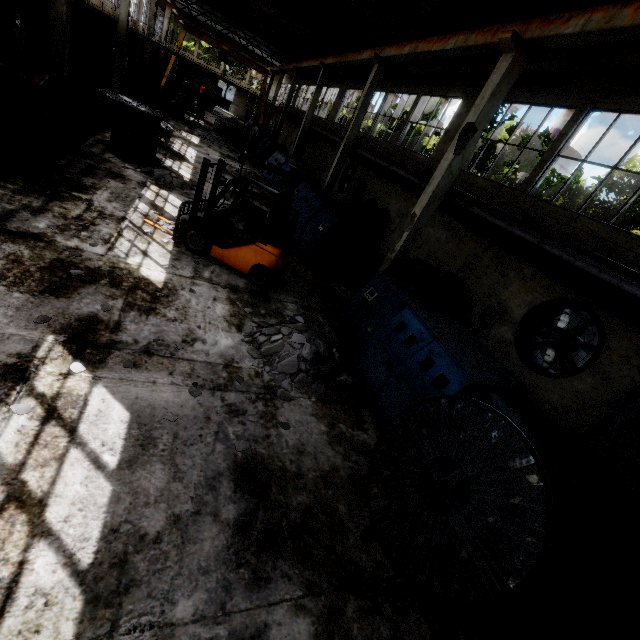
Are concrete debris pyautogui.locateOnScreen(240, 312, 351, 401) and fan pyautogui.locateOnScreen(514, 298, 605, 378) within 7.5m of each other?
yes

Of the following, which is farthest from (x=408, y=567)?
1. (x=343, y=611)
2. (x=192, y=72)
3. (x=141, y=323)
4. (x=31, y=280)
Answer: (x=192, y=72)

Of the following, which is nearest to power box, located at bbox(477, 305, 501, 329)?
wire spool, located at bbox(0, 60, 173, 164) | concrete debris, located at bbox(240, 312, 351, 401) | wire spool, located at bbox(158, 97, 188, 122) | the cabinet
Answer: the cabinet

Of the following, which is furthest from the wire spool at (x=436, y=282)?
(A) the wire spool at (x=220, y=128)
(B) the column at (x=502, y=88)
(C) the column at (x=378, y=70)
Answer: (A) the wire spool at (x=220, y=128)

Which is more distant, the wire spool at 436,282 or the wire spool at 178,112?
the wire spool at 178,112

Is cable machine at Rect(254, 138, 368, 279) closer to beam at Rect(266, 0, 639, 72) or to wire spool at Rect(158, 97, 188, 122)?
beam at Rect(266, 0, 639, 72)

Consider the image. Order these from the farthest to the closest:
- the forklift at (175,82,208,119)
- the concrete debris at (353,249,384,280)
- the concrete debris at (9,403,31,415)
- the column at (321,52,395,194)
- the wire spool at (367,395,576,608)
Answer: the forklift at (175,82,208,119) → the column at (321,52,395,194) → the concrete debris at (353,249,384,280) → the concrete debris at (9,403,31,415) → the wire spool at (367,395,576,608)

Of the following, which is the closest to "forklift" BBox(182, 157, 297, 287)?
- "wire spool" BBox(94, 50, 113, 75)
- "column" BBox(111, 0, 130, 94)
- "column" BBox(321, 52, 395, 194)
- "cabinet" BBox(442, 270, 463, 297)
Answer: "cabinet" BBox(442, 270, 463, 297)
